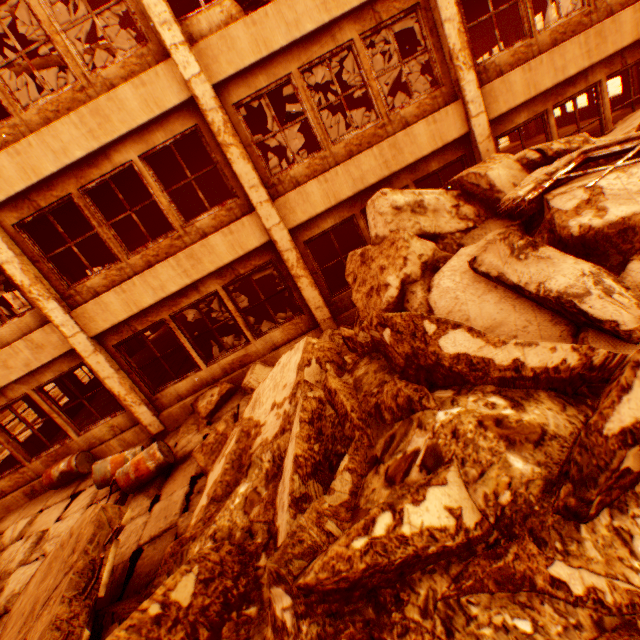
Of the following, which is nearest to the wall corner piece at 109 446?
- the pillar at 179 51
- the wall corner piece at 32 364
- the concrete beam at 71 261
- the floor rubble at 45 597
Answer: the wall corner piece at 32 364

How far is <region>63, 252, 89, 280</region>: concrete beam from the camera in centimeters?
1549cm

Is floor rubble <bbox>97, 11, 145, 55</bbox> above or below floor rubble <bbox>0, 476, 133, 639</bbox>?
above

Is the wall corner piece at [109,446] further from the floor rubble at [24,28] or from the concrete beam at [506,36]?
the concrete beam at [506,36]

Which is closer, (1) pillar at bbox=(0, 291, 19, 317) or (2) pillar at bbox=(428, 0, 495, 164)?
(2) pillar at bbox=(428, 0, 495, 164)

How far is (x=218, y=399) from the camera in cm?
742

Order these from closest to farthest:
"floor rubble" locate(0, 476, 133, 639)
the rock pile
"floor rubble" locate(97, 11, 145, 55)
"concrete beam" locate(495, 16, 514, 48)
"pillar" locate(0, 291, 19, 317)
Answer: the rock pile < "floor rubble" locate(0, 476, 133, 639) < "floor rubble" locate(97, 11, 145, 55) < "pillar" locate(0, 291, 19, 317) < "concrete beam" locate(495, 16, 514, 48)

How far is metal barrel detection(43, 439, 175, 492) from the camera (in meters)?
6.01
